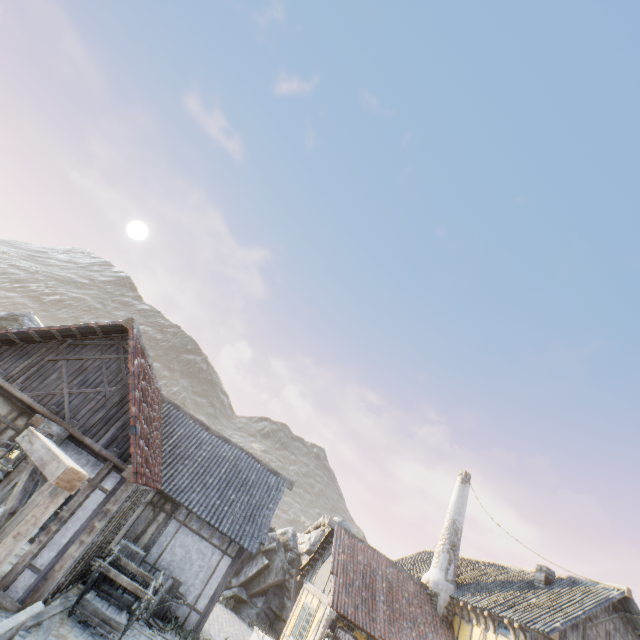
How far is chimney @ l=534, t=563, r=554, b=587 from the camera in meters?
14.4 m

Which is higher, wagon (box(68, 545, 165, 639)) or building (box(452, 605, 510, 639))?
building (box(452, 605, 510, 639))

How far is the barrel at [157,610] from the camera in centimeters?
1003cm

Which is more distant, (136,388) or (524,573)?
(524,573)

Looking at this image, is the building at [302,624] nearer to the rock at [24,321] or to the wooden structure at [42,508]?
the rock at [24,321]

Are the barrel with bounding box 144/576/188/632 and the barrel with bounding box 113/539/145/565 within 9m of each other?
yes

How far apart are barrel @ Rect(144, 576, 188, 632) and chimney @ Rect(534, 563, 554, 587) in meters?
15.0 m

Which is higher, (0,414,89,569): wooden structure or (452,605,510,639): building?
(452,605,510,639): building
